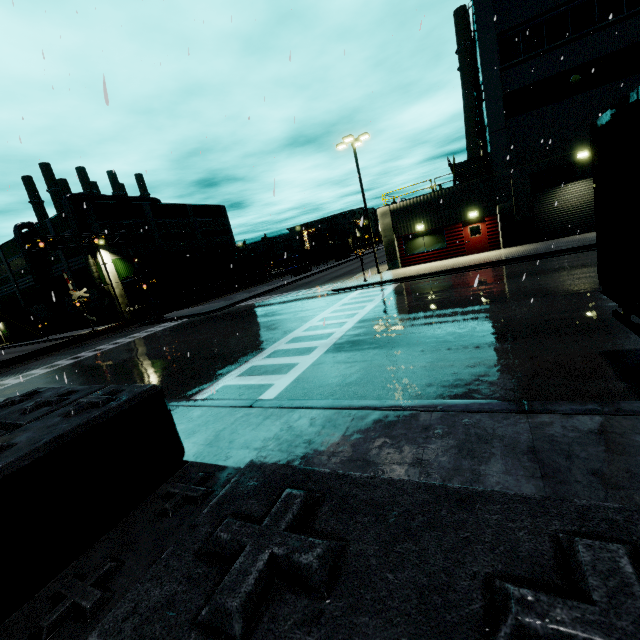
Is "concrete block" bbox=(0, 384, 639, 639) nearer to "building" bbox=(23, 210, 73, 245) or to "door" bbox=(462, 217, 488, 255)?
"building" bbox=(23, 210, 73, 245)

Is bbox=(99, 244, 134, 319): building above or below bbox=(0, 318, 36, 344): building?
above

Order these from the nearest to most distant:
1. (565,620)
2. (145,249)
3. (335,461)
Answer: (565,620) → (335,461) → (145,249)

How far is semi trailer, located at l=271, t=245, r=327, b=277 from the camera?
48.19m

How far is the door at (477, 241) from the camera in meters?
22.4 m

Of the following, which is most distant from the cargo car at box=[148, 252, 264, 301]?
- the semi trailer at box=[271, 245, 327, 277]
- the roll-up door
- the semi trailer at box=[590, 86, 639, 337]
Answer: the semi trailer at box=[590, 86, 639, 337]

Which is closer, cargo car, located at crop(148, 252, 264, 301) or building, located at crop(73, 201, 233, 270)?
building, located at crop(73, 201, 233, 270)

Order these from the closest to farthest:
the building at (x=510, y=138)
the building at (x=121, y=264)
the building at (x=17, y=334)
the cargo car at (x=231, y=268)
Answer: the building at (x=510, y=138), the building at (x=121, y=264), the cargo car at (x=231, y=268), the building at (x=17, y=334)
